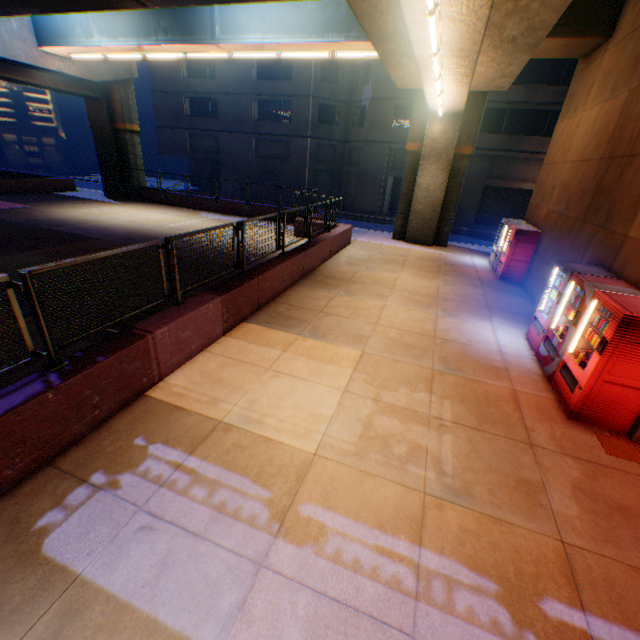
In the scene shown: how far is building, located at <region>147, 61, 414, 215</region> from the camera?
26.2m

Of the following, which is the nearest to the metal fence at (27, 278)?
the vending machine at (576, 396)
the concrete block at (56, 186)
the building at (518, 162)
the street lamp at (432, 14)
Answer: the concrete block at (56, 186)

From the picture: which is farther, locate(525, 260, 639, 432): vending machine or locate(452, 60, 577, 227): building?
locate(452, 60, 577, 227): building

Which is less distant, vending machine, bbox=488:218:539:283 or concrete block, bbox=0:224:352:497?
concrete block, bbox=0:224:352:497

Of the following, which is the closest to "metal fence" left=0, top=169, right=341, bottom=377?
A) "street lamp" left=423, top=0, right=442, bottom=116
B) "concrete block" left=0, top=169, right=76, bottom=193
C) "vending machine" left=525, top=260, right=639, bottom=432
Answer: "concrete block" left=0, top=169, right=76, bottom=193

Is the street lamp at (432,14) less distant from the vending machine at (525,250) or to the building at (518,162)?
the vending machine at (525,250)

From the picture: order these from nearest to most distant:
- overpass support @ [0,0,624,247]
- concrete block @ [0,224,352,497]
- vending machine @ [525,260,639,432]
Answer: concrete block @ [0,224,352,497], vending machine @ [525,260,639,432], overpass support @ [0,0,624,247]

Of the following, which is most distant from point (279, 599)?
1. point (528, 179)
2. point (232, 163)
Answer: point (232, 163)
